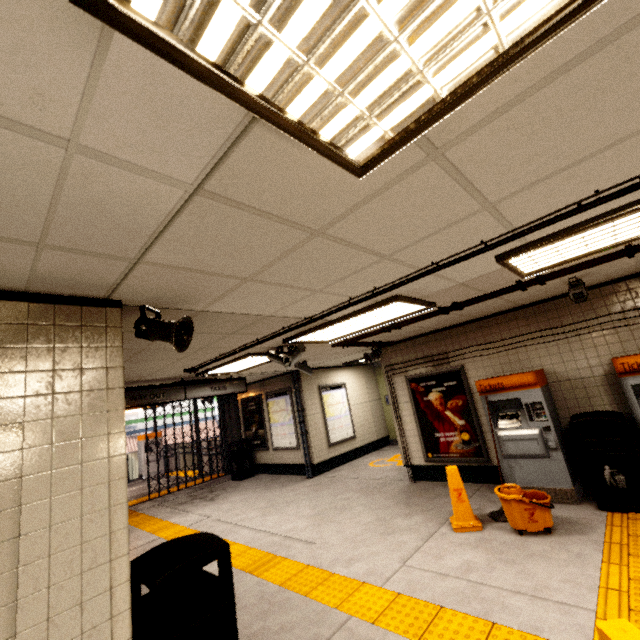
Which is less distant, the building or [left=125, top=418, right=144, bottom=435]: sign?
the building

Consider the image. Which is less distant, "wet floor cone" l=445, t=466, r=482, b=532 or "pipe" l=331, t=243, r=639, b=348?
"pipe" l=331, t=243, r=639, b=348

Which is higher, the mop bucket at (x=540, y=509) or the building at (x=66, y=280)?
the building at (x=66, y=280)

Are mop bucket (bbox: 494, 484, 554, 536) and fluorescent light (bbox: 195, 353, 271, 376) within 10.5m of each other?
yes

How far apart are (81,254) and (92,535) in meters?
1.6 m

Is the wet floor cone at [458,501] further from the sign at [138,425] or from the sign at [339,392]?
the sign at [138,425]

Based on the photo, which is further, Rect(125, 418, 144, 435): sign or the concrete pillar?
Rect(125, 418, 144, 435): sign

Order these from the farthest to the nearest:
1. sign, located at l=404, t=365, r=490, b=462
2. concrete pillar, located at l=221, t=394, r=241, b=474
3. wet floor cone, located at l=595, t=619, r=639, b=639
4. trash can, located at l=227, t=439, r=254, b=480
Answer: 1. concrete pillar, located at l=221, t=394, r=241, b=474
2. trash can, located at l=227, t=439, r=254, b=480
3. sign, located at l=404, t=365, r=490, b=462
4. wet floor cone, located at l=595, t=619, r=639, b=639
